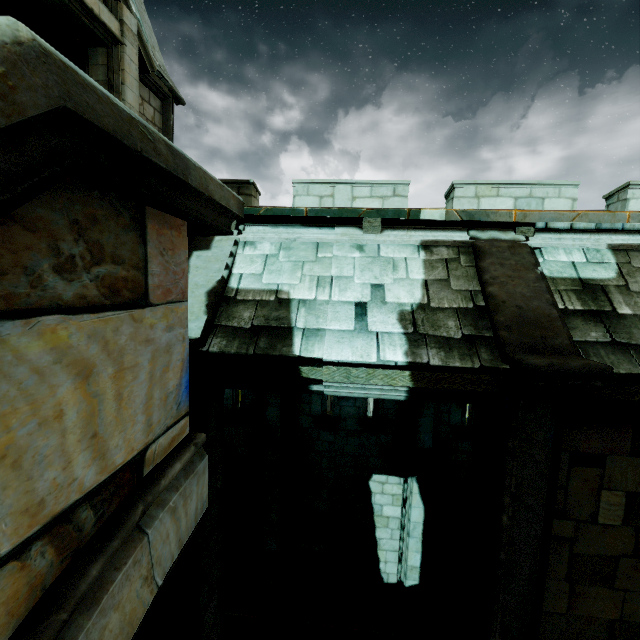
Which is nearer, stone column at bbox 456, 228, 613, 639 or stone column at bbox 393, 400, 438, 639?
stone column at bbox 456, 228, 613, 639

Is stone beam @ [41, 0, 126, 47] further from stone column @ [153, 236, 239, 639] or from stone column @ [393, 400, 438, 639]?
stone column @ [393, 400, 438, 639]

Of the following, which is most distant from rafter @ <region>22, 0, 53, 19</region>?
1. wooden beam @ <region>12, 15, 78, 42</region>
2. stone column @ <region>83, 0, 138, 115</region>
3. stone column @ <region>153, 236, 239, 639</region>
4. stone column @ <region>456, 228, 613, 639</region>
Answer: stone column @ <region>456, 228, 613, 639</region>

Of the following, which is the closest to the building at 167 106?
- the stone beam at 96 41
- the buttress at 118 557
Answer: the stone beam at 96 41

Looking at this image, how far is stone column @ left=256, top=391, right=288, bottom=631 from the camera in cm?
747

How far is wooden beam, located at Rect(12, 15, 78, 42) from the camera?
6.1m

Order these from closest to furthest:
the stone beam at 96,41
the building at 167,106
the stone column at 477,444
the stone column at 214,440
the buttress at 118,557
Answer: the buttress at 118,557 → the stone column at 477,444 → the stone column at 214,440 → the stone beam at 96,41 → the building at 167,106

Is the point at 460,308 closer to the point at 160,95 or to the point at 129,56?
the point at 129,56
